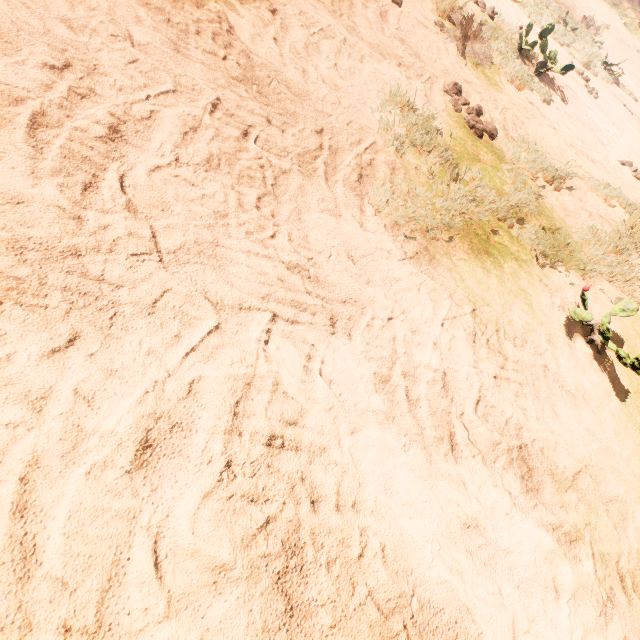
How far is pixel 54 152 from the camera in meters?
1.3
